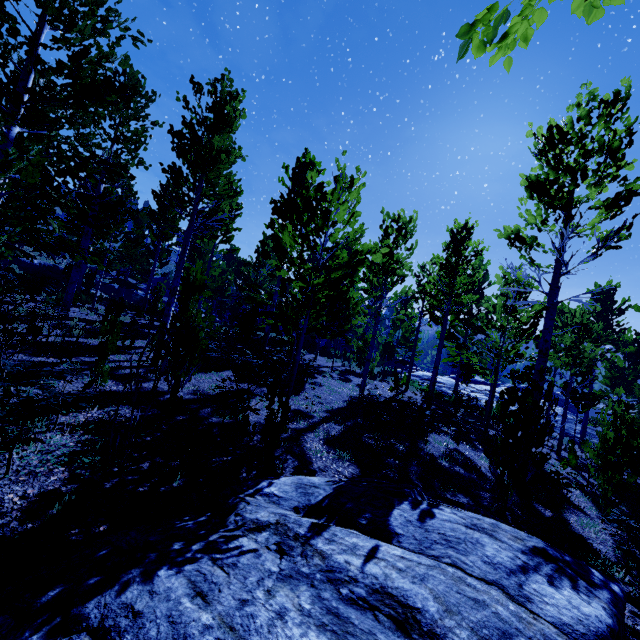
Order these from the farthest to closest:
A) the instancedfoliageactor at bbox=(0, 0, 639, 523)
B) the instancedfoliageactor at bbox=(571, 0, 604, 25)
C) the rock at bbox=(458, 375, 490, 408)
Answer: the rock at bbox=(458, 375, 490, 408) < the instancedfoliageactor at bbox=(0, 0, 639, 523) < the instancedfoliageactor at bbox=(571, 0, 604, 25)

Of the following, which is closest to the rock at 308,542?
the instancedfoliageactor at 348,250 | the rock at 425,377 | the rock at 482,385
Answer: the instancedfoliageactor at 348,250

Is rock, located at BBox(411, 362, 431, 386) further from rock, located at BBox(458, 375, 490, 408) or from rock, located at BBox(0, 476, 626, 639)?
rock, located at BBox(0, 476, 626, 639)

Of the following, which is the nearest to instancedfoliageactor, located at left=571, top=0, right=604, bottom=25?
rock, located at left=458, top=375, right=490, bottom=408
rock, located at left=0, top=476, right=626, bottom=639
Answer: rock, located at left=0, top=476, right=626, bottom=639

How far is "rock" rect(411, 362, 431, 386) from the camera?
30.2m

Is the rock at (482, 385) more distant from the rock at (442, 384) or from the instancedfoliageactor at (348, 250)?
the instancedfoliageactor at (348, 250)

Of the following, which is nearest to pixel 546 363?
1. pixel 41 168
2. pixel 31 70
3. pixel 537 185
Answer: pixel 537 185

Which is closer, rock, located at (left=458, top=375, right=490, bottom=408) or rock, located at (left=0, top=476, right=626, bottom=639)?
rock, located at (left=0, top=476, right=626, bottom=639)
